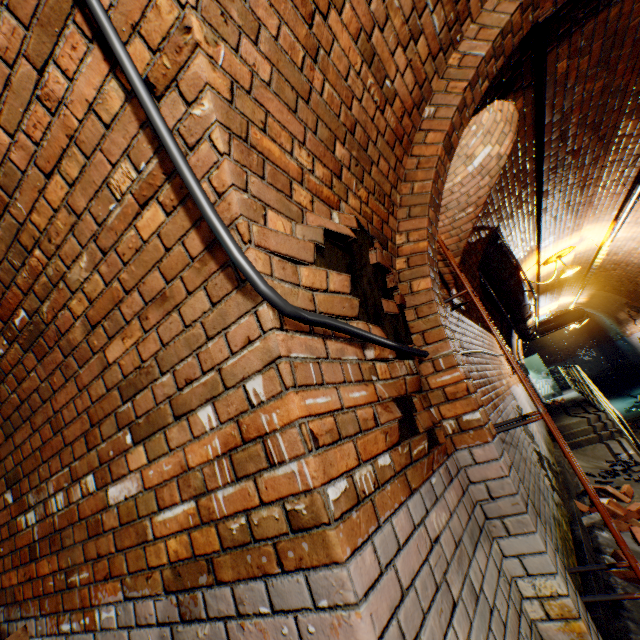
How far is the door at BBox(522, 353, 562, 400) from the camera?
15.0 meters

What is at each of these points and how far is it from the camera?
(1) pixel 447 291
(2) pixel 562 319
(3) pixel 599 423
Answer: A:
(1) building tunnel, 3.70m
(2) pipe, 12.35m
(3) stairs, 7.83m

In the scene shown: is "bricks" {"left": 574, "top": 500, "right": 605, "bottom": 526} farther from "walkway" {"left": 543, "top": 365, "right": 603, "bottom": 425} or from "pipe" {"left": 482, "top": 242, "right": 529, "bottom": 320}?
"walkway" {"left": 543, "top": 365, "right": 603, "bottom": 425}

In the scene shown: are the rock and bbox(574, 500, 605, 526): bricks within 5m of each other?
yes

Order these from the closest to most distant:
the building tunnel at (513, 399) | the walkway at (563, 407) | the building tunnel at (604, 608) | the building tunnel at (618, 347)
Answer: the building tunnel at (604, 608) < the building tunnel at (513, 399) < the building tunnel at (618, 347) < the walkway at (563, 407)

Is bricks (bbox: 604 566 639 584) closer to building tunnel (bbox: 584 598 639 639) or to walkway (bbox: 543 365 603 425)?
building tunnel (bbox: 584 598 639 639)

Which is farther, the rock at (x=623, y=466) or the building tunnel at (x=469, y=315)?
the rock at (x=623, y=466)

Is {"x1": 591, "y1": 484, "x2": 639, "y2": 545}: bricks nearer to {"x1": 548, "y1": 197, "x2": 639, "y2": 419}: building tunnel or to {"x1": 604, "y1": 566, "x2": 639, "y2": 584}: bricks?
{"x1": 548, "y1": 197, "x2": 639, "y2": 419}: building tunnel
